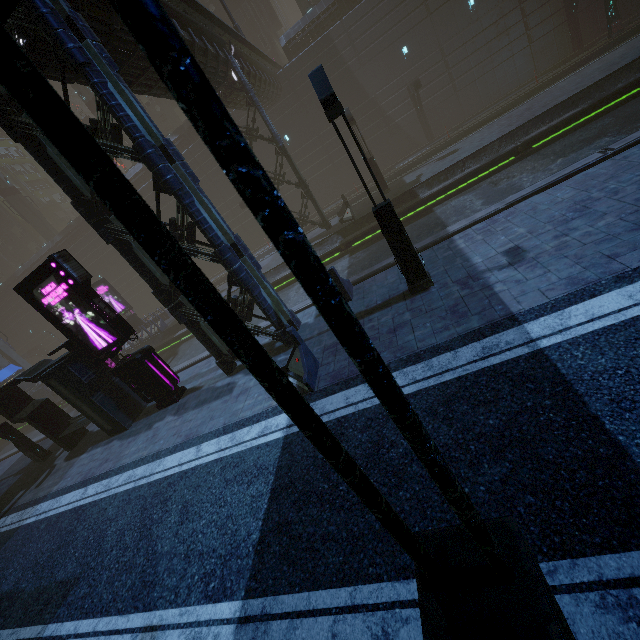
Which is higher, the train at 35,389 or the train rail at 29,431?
the train at 35,389

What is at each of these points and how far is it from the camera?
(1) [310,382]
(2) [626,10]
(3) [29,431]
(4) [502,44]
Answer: (1) barrier, 7.57m
(2) building, 24.34m
(3) train rail, 29.47m
(4) building, 25.95m

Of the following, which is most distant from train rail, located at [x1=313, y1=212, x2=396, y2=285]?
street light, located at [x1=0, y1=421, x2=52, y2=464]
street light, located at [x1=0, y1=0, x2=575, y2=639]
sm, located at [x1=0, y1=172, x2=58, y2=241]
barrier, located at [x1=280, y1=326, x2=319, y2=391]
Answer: street light, located at [x1=0, y1=0, x2=575, y2=639]

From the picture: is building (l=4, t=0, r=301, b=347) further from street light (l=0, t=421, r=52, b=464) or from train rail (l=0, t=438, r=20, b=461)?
street light (l=0, t=421, r=52, b=464)

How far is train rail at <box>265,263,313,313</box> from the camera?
14.0m

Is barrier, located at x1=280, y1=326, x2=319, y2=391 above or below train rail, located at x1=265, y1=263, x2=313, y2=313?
above

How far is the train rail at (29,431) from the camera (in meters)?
21.31
